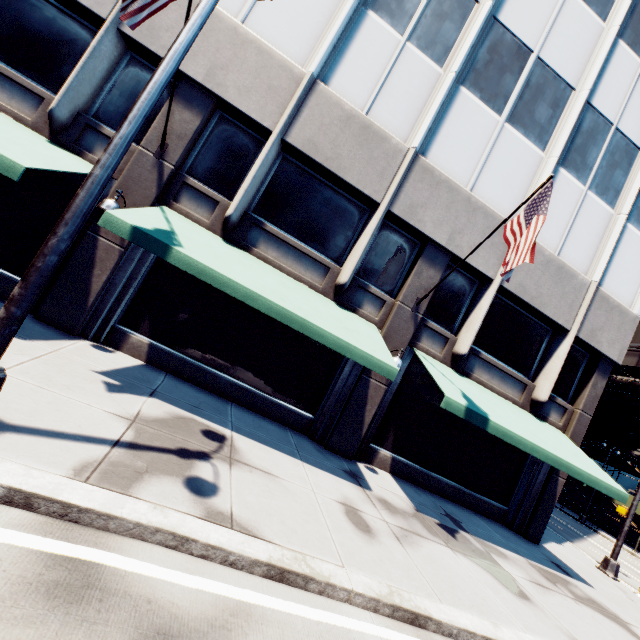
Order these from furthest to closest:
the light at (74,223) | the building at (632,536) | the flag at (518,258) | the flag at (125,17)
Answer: Result: the building at (632,536) < the flag at (518,258) < the flag at (125,17) < the light at (74,223)

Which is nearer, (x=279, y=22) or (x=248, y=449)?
(x=248, y=449)

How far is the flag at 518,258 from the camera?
6.6m

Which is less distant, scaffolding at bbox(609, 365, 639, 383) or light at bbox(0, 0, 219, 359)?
light at bbox(0, 0, 219, 359)

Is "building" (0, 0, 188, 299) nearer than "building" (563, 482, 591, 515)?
Yes

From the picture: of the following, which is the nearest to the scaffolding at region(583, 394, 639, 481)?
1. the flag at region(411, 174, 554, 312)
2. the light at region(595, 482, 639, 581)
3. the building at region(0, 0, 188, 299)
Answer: the light at region(595, 482, 639, 581)

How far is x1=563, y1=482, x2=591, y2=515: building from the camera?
33.00m

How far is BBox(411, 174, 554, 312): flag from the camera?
6.6m
